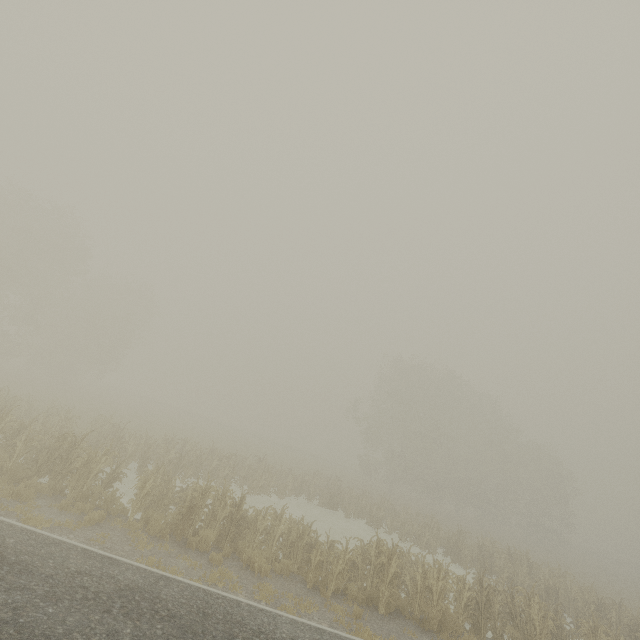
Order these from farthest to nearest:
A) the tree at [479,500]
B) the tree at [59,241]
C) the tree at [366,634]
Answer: the tree at [59,241], the tree at [479,500], the tree at [366,634]

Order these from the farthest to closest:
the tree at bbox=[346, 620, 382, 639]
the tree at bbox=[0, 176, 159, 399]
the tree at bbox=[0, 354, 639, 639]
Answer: the tree at bbox=[0, 176, 159, 399], the tree at bbox=[0, 354, 639, 639], the tree at bbox=[346, 620, 382, 639]

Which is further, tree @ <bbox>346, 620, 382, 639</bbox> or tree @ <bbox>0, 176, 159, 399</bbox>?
tree @ <bbox>0, 176, 159, 399</bbox>

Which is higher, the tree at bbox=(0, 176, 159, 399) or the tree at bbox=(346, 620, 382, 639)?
the tree at bbox=(0, 176, 159, 399)

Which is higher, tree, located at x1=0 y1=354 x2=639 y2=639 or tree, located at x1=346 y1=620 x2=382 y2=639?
tree, located at x1=346 y1=620 x2=382 y2=639

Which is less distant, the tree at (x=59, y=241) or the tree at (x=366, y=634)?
the tree at (x=366, y=634)

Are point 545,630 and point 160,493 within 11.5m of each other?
no
